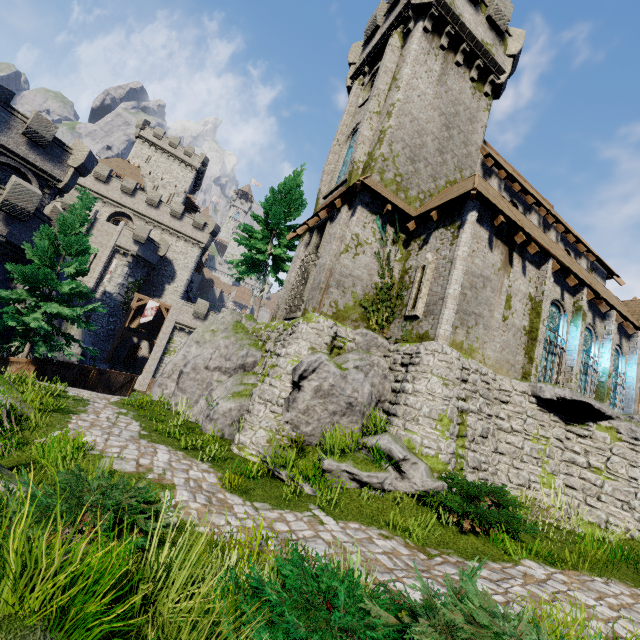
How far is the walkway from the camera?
35.19m

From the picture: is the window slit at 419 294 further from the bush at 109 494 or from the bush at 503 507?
the bush at 109 494

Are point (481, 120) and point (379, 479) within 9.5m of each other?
no

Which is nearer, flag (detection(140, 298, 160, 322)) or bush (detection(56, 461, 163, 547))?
bush (detection(56, 461, 163, 547))

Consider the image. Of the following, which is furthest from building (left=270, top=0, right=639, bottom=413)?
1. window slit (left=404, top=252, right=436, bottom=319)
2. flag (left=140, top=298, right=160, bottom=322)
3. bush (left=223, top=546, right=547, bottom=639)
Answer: flag (left=140, top=298, right=160, bottom=322)

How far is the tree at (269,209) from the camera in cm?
2180

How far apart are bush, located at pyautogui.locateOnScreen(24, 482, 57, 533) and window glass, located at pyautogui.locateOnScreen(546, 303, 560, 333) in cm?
1407

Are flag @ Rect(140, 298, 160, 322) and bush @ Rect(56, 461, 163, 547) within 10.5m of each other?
no
